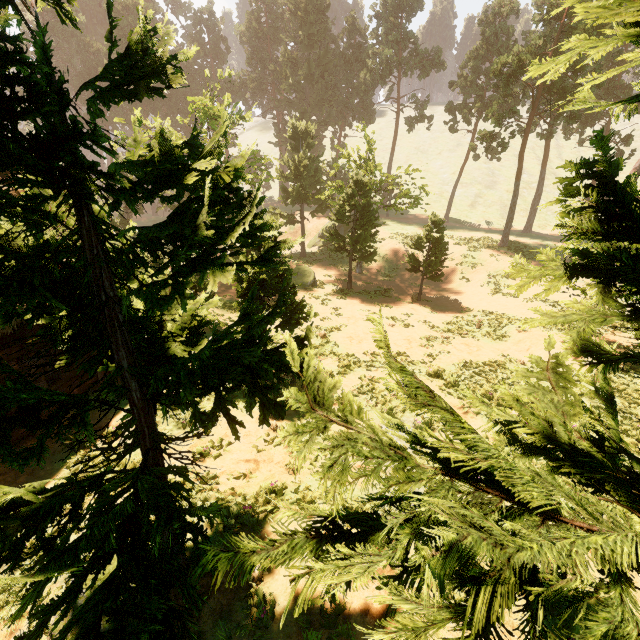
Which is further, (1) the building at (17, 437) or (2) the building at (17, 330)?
(1) the building at (17, 437)

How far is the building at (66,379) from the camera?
9.23m

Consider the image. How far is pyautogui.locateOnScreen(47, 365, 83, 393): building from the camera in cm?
923

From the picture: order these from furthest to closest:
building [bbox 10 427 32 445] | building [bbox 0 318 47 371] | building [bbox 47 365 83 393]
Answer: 1. building [bbox 47 365 83 393]
2. building [bbox 10 427 32 445]
3. building [bbox 0 318 47 371]

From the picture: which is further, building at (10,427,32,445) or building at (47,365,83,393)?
building at (47,365,83,393)

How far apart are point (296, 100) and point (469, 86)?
25.6m
